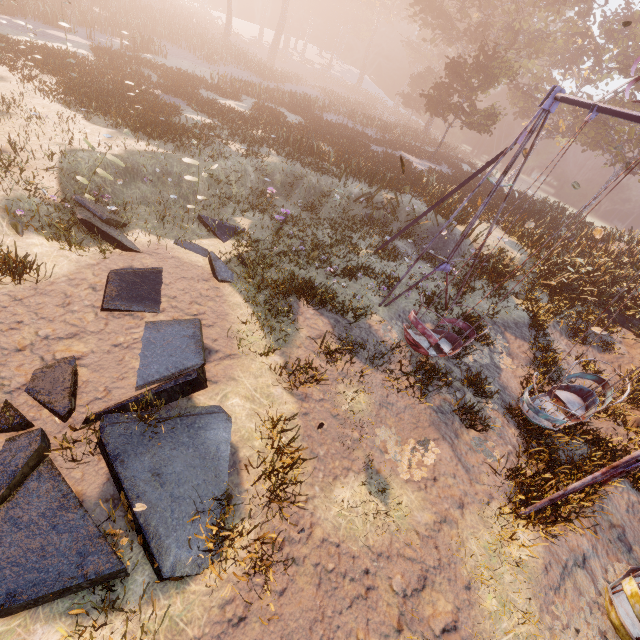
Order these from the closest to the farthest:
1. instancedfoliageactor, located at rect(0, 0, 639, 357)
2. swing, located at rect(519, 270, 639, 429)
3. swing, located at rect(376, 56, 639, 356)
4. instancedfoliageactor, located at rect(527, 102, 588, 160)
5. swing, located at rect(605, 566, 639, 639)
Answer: swing, located at rect(605, 566, 639, 639), swing, located at rect(376, 56, 639, 356), swing, located at rect(519, 270, 639, 429), instancedfoliageactor, located at rect(0, 0, 639, 357), instancedfoliageactor, located at rect(527, 102, 588, 160)

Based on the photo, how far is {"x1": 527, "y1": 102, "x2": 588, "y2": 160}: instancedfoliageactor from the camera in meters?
33.3

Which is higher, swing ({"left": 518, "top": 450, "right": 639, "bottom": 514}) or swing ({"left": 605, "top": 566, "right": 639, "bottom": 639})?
swing ({"left": 518, "top": 450, "right": 639, "bottom": 514})

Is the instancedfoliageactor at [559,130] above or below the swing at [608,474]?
above

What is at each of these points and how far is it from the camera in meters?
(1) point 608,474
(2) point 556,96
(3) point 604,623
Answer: (1) swing, 5.6 m
(2) swing, 6.9 m
(3) instancedfoliageactor, 5.2 m

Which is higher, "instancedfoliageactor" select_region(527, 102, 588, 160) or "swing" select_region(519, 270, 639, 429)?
"instancedfoliageactor" select_region(527, 102, 588, 160)

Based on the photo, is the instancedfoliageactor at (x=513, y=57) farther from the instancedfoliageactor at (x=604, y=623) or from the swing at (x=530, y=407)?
the instancedfoliageactor at (x=604, y=623)

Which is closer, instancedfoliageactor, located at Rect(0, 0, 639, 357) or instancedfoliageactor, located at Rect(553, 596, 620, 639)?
instancedfoliageactor, located at Rect(553, 596, 620, 639)
